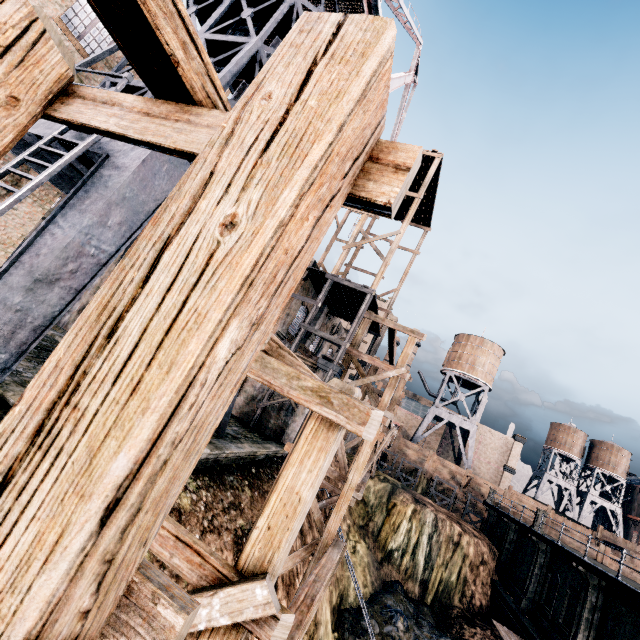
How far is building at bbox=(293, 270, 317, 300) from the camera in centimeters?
2264cm

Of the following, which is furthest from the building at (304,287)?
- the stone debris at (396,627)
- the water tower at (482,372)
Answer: the water tower at (482,372)

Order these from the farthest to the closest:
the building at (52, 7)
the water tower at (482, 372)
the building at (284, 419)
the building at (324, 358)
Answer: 1. the water tower at (482, 372)
2. the building at (324, 358)
3. the building at (284, 419)
4. the building at (52, 7)

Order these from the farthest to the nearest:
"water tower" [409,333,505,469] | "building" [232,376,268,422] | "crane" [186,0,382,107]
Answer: "water tower" [409,333,505,469] → "building" [232,376,268,422] → "crane" [186,0,382,107]

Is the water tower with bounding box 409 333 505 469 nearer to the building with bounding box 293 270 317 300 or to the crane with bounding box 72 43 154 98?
the building with bounding box 293 270 317 300

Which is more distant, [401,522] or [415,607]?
[401,522]

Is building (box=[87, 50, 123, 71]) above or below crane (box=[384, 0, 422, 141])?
below
